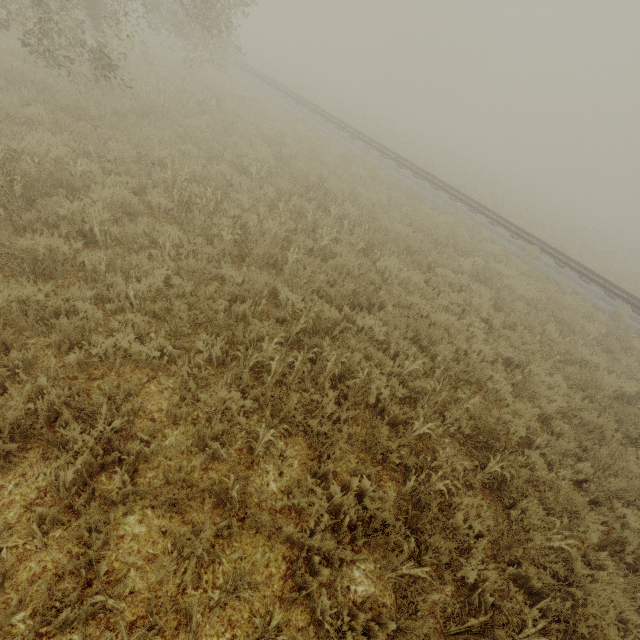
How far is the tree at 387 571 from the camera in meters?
2.8

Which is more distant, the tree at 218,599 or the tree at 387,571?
the tree at 387,571

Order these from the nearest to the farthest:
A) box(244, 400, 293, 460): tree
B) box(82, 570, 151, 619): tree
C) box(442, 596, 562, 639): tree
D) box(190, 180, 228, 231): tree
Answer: box(82, 570, 151, 619): tree
box(442, 596, 562, 639): tree
box(244, 400, 293, 460): tree
box(190, 180, 228, 231): tree

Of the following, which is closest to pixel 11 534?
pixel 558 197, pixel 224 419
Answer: pixel 224 419

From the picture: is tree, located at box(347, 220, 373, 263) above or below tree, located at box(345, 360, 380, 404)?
above

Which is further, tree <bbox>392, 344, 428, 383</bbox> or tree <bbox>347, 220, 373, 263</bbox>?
tree <bbox>347, 220, 373, 263</bbox>

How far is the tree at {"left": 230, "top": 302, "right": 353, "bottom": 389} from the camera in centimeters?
398cm
